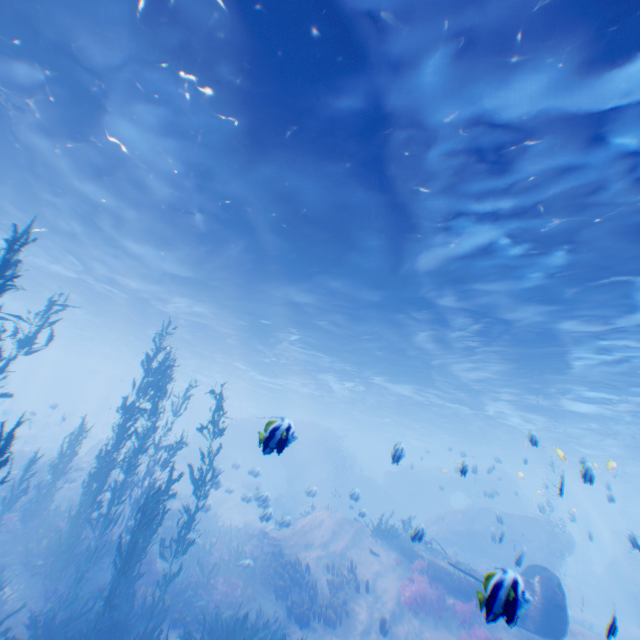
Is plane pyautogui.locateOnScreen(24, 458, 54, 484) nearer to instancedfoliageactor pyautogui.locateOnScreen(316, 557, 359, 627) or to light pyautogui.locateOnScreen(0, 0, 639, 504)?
light pyautogui.locateOnScreen(0, 0, 639, 504)

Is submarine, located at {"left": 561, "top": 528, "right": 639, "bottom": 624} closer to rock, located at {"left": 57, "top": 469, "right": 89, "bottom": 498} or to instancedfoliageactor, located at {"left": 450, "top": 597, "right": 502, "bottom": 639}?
rock, located at {"left": 57, "top": 469, "right": 89, "bottom": 498}

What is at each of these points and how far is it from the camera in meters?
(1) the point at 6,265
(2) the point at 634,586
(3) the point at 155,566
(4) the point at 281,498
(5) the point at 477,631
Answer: (1) instancedfoliageactor, 6.3
(2) submarine, 27.1
(3) rock, 11.6
(4) instancedfoliageactor, 29.7
(5) instancedfoliageactor, 10.5

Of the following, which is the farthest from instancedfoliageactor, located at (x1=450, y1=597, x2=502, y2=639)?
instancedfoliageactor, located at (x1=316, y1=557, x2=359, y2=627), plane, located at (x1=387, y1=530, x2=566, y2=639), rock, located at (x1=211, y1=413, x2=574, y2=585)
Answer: instancedfoliageactor, located at (x1=316, y1=557, x2=359, y2=627)

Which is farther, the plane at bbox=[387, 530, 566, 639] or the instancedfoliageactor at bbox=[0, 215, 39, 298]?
the instancedfoliageactor at bbox=[0, 215, 39, 298]

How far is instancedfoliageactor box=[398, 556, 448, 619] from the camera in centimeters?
1166cm

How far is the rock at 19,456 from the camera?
19.8m

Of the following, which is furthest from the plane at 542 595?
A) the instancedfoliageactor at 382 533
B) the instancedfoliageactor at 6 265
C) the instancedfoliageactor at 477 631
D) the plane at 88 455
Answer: the plane at 88 455
